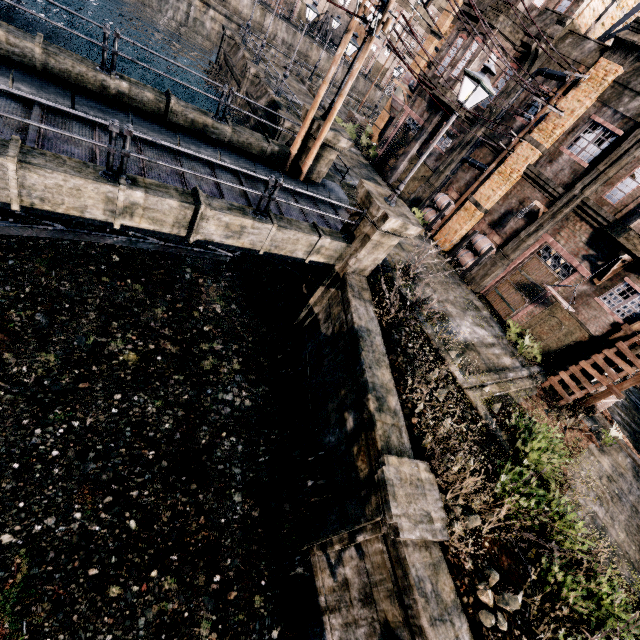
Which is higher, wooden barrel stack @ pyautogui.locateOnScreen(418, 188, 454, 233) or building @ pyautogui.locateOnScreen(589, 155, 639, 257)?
building @ pyautogui.locateOnScreen(589, 155, 639, 257)

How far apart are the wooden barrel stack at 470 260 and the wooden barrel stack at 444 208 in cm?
241

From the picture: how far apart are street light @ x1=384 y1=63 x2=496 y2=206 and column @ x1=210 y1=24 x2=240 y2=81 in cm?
2968

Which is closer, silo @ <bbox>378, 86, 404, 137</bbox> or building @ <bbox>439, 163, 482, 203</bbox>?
building @ <bbox>439, 163, 482, 203</bbox>

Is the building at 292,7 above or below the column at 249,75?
above

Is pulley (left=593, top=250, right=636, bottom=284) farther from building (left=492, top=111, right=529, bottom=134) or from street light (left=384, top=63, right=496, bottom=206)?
street light (left=384, top=63, right=496, bottom=206)

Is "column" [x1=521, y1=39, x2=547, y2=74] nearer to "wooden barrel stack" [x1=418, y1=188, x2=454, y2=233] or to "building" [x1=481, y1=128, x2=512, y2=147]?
"building" [x1=481, y1=128, x2=512, y2=147]

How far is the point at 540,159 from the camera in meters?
17.6
